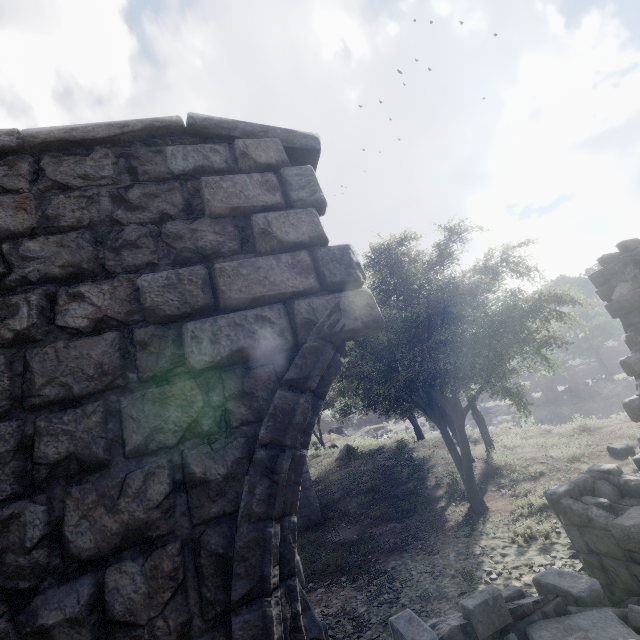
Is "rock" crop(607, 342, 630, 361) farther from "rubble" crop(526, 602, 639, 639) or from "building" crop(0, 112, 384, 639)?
"rubble" crop(526, 602, 639, 639)

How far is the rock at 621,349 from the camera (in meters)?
58.07

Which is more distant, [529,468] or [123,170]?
[529,468]

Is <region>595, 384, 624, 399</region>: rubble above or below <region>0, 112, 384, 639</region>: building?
below

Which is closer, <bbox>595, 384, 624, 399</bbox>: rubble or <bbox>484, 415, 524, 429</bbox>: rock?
<bbox>484, 415, 524, 429</bbox>: rock

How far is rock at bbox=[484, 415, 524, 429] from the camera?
19.6m

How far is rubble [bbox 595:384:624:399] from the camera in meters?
40.0 m

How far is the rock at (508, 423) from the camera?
19.6 meters
